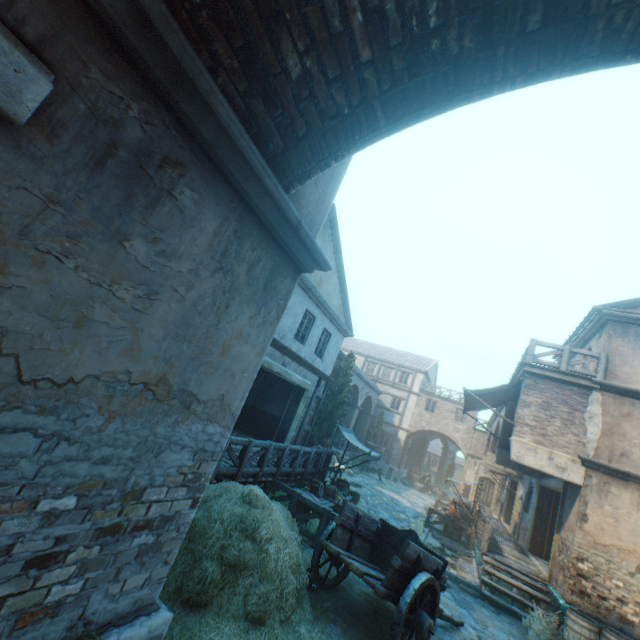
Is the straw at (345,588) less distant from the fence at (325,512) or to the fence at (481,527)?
the fence at (325,512)

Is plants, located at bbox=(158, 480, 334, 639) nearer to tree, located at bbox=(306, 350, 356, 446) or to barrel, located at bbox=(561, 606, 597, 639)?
tree, located at bbox=(306, 350, 356, 446)

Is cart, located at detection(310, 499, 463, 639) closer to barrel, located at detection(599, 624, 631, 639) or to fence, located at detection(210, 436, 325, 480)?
fence, located at detection(210, 436, 325, 480)

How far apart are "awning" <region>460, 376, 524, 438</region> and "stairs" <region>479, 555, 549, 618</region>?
4.5 meters

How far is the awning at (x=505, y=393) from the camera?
11.8m

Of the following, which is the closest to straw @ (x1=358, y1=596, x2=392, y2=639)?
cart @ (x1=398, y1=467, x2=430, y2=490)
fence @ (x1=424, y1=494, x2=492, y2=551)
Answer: fence @ (x1=424, y1=494, x2=492, y2=551)

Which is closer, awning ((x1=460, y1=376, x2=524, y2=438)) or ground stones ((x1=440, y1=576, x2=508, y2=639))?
ground stones ((x1=440, y1=576, x2=508, y2=639))

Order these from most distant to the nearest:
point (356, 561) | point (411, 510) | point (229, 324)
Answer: point (411, 510) < point (356, 561) < point (229, 324)
